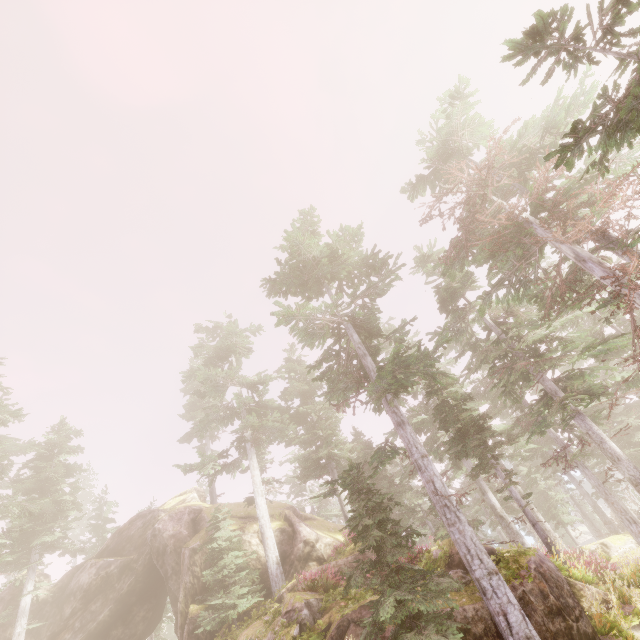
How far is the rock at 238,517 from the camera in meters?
24.7 m

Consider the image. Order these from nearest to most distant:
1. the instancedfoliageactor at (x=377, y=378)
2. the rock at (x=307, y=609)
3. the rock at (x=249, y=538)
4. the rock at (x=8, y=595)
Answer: the instancedfoliageactor at (x=377, y=378), the rock at (x=307, y=609), the rock at (x=249, y=538), the rock at (x=8, y=595)

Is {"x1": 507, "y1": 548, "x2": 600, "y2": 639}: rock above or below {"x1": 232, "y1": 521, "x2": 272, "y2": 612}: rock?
below

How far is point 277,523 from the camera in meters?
24.1 m

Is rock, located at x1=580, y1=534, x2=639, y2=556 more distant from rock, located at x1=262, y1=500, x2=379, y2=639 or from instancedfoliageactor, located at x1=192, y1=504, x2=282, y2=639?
rock, located at x1=262, y1=500, x2=379, y2=639

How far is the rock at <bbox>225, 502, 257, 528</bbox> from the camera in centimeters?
2468cm

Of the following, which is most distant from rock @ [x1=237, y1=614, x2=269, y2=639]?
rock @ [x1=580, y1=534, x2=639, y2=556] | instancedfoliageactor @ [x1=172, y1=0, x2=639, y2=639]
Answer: rock @ [x1=580, y1=534, x2=639, y2=556]
